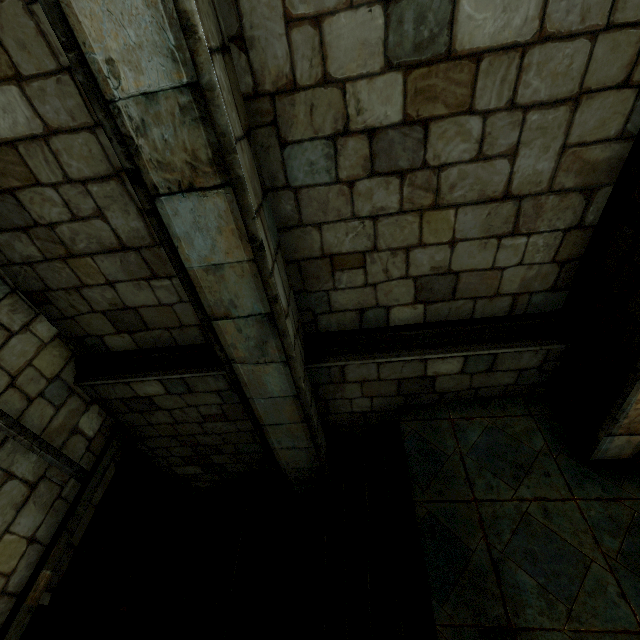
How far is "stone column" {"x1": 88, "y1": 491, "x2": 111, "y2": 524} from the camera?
8.2m

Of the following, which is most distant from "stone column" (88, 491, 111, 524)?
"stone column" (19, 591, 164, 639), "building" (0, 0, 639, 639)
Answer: "stone column" (19, 591, 164, 639)

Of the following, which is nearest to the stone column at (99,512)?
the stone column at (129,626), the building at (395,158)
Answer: the building at (395,158)

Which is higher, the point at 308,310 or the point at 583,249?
the point at 583,249

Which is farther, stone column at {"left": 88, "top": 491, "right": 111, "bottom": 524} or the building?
stone column at {"left": 88, "top": 491, "right": 111, "bottom": 524}

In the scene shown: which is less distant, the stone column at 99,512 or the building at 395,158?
the building at 395,158

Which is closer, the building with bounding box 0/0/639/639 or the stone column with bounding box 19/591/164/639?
the building with bounding box 0/0/639/639
